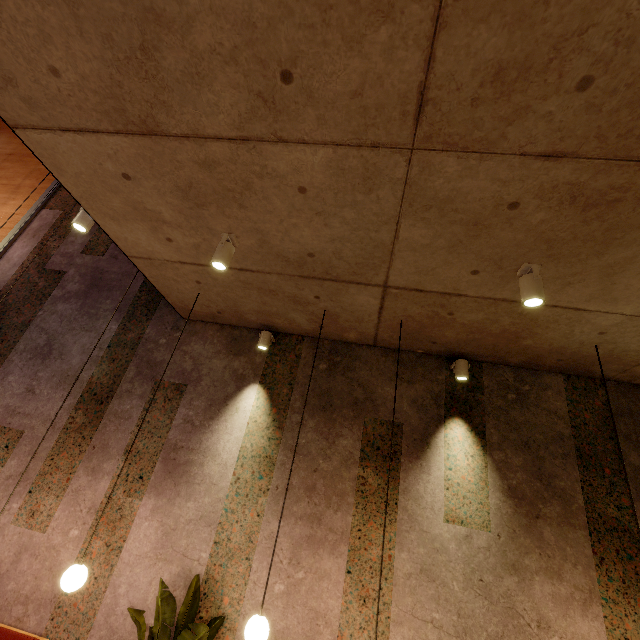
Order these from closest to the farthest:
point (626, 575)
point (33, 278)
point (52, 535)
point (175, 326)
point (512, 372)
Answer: point (626, 575) < point (52, 535) < point (512, 372) < point (175, 326) < point (33, 278)

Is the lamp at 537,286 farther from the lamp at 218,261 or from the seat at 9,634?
the seat at 9,634

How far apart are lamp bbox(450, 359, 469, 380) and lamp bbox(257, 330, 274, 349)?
2.49m

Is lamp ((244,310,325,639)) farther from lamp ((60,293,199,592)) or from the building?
lamp ((60,293,199,592))

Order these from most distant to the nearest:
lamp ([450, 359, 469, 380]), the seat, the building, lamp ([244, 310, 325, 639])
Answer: lamp ([450, 359, 469, 380])
the seat
lamp ([244, 310, 325, 639])
the building

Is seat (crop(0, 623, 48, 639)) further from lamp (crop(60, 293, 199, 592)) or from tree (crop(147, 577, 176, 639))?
lamp (crop(60, 293, 199, 592))

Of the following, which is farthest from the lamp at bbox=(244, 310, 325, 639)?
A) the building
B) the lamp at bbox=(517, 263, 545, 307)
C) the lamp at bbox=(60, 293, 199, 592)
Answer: the lamp at bbox=(517, 263, 545, 307)

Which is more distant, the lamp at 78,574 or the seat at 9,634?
the seat at 9,634
